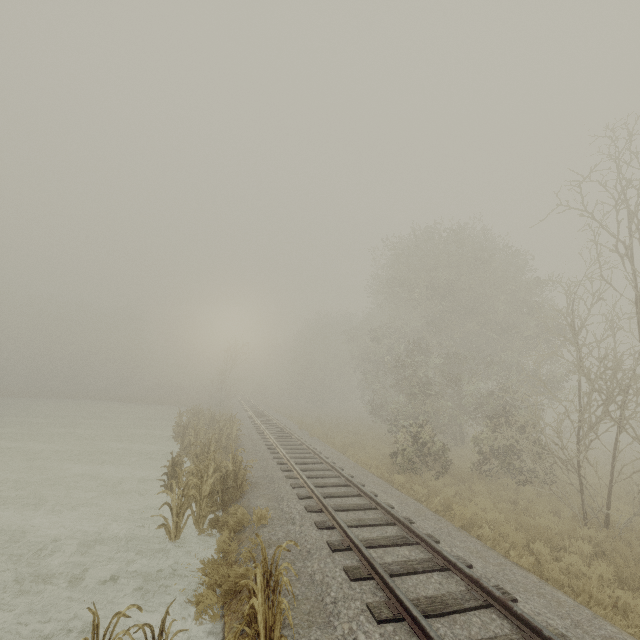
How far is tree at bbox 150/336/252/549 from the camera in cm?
812

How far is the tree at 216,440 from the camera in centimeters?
812cm

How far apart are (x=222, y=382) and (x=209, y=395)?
2.1m

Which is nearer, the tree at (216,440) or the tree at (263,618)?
the tree at (263,618)

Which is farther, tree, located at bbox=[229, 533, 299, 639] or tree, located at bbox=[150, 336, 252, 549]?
tree, located at bbox=[150, 336, 252, 549]
